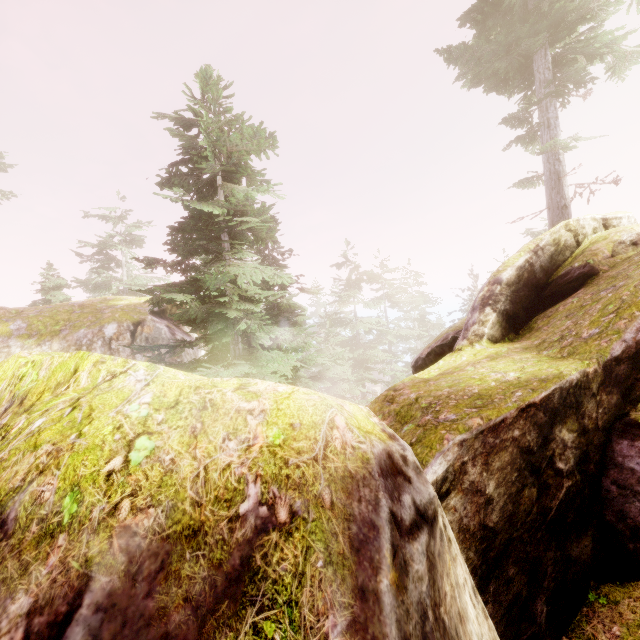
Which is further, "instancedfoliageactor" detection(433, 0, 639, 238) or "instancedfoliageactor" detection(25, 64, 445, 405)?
"instancedfoliageactor" detection(433, 0, 639, 238)

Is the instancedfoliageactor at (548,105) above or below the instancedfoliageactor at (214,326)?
above

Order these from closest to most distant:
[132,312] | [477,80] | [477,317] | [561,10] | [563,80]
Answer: [477,317] → [561,10] → [563,80] → [132,312] → [477,80]

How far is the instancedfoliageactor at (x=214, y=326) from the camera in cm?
887

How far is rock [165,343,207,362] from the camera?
14.7m

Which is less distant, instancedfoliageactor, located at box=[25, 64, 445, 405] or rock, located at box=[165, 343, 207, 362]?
instancedfoliageactor, located at box=[25, 64, 445, 405]

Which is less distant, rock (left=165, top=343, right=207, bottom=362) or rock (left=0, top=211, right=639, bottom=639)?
rock (left=0, top=211, right=639, bottom=639)

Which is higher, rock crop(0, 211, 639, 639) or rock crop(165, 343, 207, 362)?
rock crop(165, 343, 207, 362)
